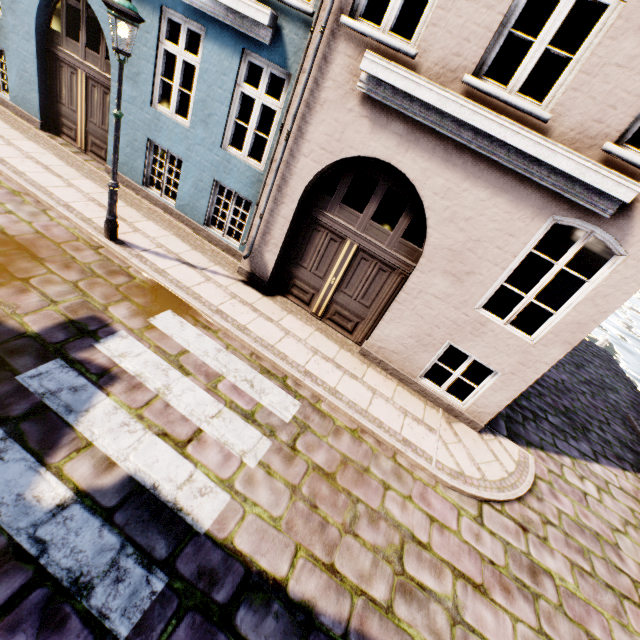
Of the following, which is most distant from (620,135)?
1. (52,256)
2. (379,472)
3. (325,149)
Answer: (52,256)

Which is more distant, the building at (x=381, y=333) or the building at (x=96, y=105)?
the building at (x=96, y=105)

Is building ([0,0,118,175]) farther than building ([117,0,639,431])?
Yes

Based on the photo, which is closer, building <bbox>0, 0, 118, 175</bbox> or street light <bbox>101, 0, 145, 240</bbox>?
street light <bbox>101, 0, 145, 240</bbox>

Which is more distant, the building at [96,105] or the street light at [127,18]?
the building at [96,105]
